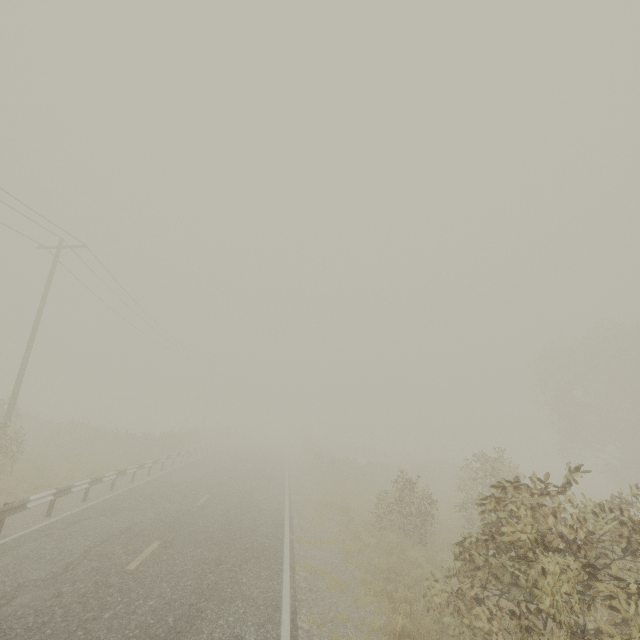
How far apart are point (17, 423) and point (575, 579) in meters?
36.9

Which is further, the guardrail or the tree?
the tree

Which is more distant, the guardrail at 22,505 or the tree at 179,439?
the tree at 179,439
